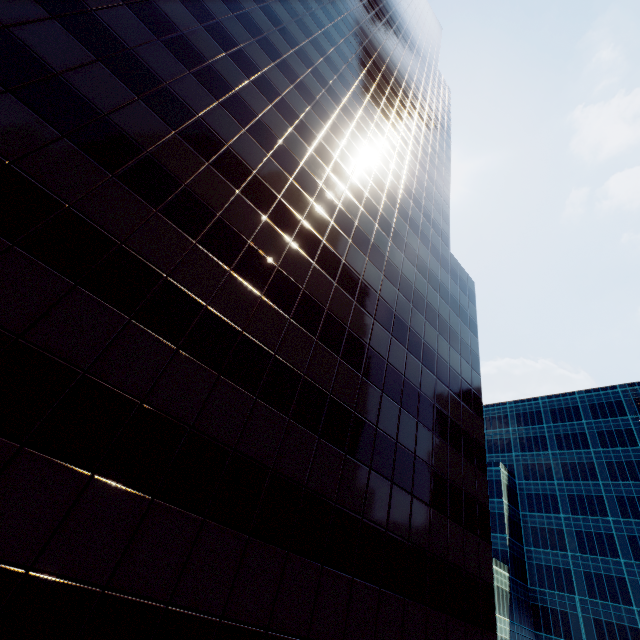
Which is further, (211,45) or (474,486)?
(474,486)
